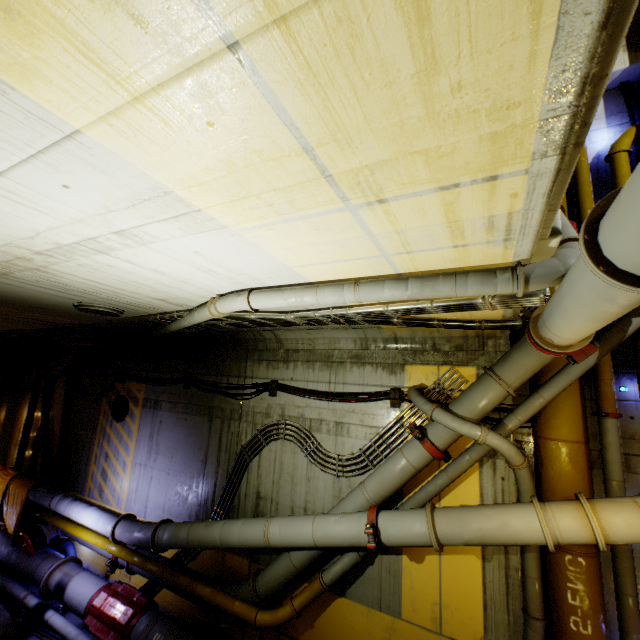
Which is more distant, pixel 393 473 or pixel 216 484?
pixel 216 484

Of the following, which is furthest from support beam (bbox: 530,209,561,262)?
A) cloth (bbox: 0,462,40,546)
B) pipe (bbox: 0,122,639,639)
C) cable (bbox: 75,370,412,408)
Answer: cloth (bbox: 0,462,40,546)

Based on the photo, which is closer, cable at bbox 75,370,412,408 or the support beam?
the support beam

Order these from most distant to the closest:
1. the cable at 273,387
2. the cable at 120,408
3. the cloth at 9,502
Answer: the cable at 120,408 → the cloth at 9,502 → the cable at 273,387

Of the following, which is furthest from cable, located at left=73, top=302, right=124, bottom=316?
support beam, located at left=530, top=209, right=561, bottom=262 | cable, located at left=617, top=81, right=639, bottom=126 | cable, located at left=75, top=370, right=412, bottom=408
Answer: cable, located at left=617, top=81, right=639, bottom=126

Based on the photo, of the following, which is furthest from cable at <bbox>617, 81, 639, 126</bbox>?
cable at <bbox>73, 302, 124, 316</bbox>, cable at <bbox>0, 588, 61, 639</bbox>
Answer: cable at <bbox>0, 588, 61, 639</bbox>

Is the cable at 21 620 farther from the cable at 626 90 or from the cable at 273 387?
→ the cable at 626 90

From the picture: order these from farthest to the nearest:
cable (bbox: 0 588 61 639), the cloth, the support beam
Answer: the cloth
cable (bbox: 0 588 61 639)
the support beam
